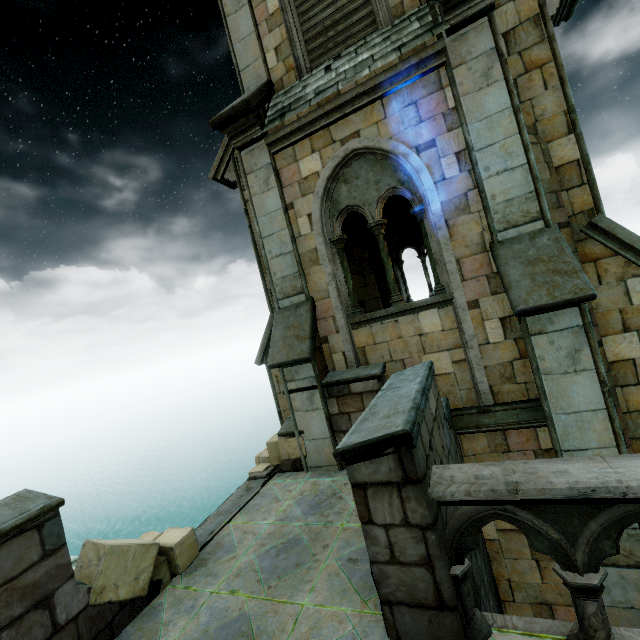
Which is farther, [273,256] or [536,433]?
[273,256]

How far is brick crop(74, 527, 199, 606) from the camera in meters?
3.4

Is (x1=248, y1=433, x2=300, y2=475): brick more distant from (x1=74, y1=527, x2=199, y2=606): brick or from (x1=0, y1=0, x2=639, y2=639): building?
(x1=74, y1=527, x2=199, y2=606): brick

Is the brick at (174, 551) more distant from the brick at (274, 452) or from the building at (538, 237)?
the brick at (274, 452)

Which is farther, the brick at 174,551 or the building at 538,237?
the brick at 174,551

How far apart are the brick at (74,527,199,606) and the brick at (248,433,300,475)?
2.1 meters

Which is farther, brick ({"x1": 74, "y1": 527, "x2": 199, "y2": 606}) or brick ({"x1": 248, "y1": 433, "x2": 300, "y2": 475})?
brick ({"x1": 248, "y1": 433, "x2": 300, "y2": 475})
